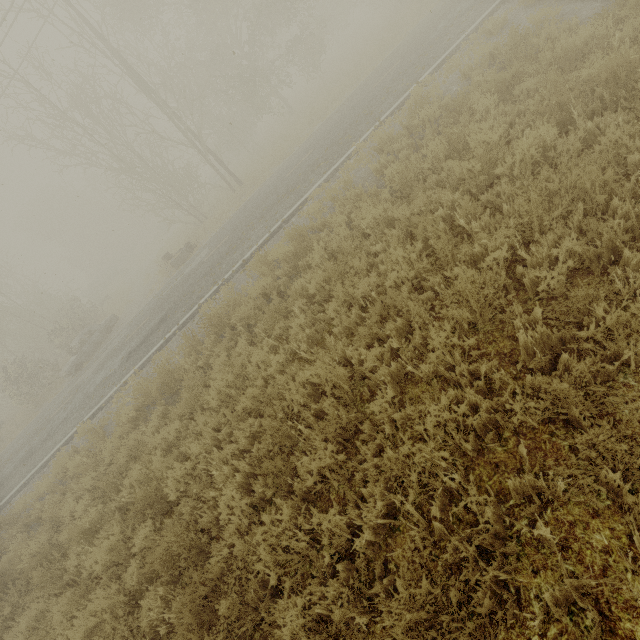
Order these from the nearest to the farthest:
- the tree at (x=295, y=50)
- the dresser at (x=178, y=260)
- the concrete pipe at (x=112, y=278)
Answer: the tree at (x=295, y=50) < the dresser at (x=178, y=260) < the concrete pipe at (x=112, y=278)

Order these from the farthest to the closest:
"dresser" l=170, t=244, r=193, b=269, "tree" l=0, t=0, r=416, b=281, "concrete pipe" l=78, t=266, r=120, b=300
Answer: "concrete pipe" l=78, t=266, r=120, b=300 → "dresser" l=170, t=244, r=193, b=269 → "tree" l=0, t=0, r=416, b=281

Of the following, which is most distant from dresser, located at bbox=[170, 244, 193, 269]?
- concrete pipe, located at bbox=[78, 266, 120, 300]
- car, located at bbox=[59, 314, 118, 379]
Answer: concrete pipe, located at bbox=[78, 266, 120, 300]

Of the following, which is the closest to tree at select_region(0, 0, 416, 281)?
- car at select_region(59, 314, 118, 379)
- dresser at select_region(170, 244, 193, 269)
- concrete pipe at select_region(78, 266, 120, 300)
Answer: dresser at select_region(170, 244, 193, 269)

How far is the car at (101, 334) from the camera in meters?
17.9 m

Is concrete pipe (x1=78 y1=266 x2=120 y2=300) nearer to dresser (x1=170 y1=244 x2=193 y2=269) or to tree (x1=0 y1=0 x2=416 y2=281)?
tree (x1=0 y1=0 x2=416 y2=281)

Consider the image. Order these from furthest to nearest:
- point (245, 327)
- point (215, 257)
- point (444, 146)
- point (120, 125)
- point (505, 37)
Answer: point (120, 125) → point (215, 257) → point (245, 327) → point (505, 37) → point (444, 146)
